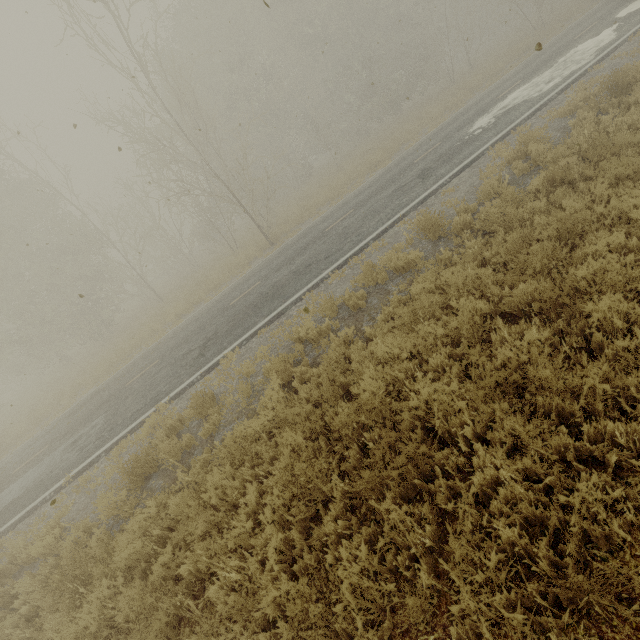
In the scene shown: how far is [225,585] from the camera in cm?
402
